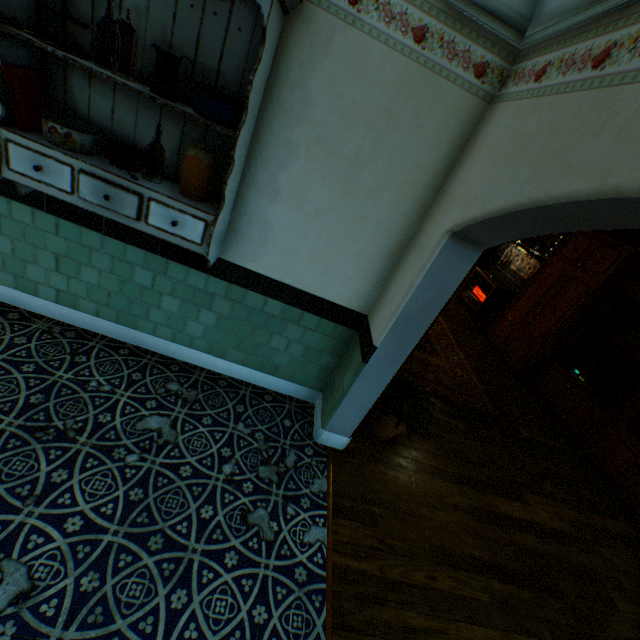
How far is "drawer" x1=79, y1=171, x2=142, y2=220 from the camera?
1.9m

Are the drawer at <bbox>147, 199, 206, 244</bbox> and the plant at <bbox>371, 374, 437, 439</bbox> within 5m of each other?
yes

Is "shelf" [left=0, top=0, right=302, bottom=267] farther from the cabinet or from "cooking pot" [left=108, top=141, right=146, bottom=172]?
the cabinet

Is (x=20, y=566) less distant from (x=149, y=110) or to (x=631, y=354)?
(x=149, y=110)

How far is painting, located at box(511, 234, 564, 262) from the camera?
6.8m

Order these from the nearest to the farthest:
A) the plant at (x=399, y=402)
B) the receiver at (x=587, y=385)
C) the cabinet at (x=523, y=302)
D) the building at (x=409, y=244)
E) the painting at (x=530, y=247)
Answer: the building at (x=409, y=244) → the plant at (x=399, y=402) → the cabinet at (x=523, y=302) → the receiver at (x=587, y=385) → the painting at (x=530, y=247)

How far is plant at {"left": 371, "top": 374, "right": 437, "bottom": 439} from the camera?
2.78m

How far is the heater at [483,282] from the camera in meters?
7.4
